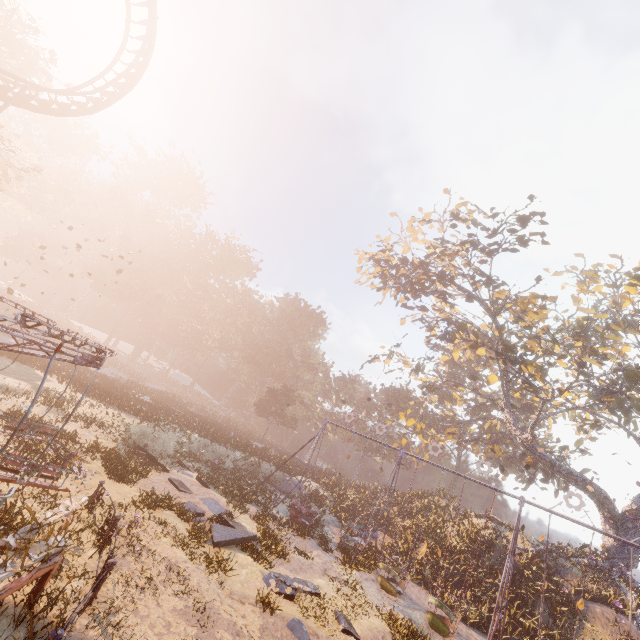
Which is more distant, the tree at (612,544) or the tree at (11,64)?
the tree at (612,544)

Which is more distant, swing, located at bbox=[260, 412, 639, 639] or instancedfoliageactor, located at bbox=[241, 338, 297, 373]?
instancedfoliageactor, located at bbox=[241, 338, 297, 373]

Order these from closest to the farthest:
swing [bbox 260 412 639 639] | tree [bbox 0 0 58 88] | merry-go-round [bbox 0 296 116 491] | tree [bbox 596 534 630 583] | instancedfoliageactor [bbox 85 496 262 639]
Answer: merry-go-round [bbox 0 296 116 491]
instancedfoliageactor [bbox 85 496 262 639]
swing [bbox 260 412 639 639]
tree [bbox 0 0 58 88]
tree [bbox 596 534 630 583]

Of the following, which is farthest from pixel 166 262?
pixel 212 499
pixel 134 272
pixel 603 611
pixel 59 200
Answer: pixel 603 611

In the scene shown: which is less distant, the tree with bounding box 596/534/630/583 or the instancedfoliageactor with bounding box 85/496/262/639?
the instancedfoliageactor with bounding box 85/496/262/639

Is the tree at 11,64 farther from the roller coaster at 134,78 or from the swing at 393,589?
the swing at 393,589

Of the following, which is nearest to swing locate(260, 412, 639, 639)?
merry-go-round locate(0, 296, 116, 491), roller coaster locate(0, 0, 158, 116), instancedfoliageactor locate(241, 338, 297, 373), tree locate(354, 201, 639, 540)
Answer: tree locate(354, 201, 639, 540)

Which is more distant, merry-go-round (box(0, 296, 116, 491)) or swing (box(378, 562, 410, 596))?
swing (box(378, 562, 410, 596))
